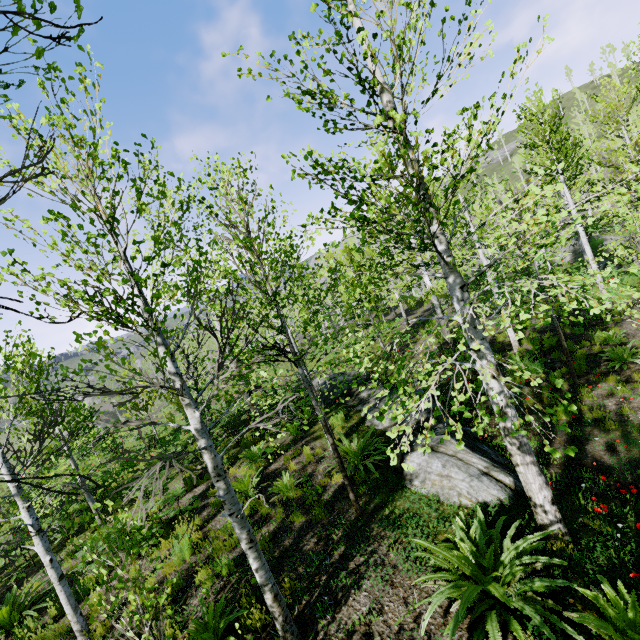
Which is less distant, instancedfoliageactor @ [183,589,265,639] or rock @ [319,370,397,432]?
instancedfoliageactor @ [183,589,265,639]

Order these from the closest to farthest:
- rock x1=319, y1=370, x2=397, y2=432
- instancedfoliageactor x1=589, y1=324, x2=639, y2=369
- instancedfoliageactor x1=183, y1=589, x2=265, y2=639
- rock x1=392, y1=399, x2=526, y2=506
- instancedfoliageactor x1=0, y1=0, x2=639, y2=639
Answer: instancedfoliageactor x1=0, y1=0, x2=639, y2=639 → instancedfoliageactor x1=183, y1=589, x2=265, y2=639 → rock x1=392, y1=399, x2=526, y2=506 → instancedfoliageactor x1=589, y1=324, x2=639, y2=369 → rock x1=319, y1=370, x2=397, y2=432

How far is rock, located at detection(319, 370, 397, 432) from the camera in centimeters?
956cm

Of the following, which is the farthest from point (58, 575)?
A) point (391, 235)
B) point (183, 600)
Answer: point (391, 235)

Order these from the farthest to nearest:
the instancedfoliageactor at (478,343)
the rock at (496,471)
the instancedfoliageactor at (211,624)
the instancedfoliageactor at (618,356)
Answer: the instancedfoliageactor at (618,356), the rock at (496,471), the instancedfoliageactor at (211,624), the instancedfoliageactor at (478,343)

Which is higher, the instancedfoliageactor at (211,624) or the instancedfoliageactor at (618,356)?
the instancedfoliageactor at (211,624)
